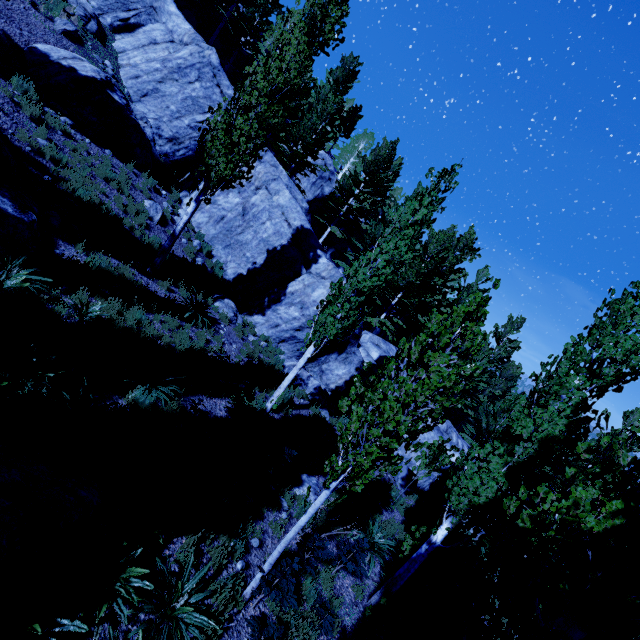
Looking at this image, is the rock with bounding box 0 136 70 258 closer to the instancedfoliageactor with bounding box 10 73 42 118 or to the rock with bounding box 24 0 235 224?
the instancedfoliageactor with bounding box 10 73 42 118

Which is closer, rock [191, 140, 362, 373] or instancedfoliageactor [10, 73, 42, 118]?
instancedfoliageactor [10, 73, 42, 118]

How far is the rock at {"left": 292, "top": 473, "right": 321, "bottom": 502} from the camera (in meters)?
8.53

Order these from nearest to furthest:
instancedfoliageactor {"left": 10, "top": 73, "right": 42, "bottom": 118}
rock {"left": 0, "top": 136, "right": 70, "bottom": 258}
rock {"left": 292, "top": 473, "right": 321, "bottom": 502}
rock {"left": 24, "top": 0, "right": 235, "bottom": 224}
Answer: rock {"left": 0, "top": 136, "right": 70, "bottom": 258}, rock {"left": 292, "top": 473, "right": 321, "bottom": 502}, instancedfoliageactor {"left": 10, "top": 73, "right": 42, "bottom": 118}, rock {"left": 24, "top": 0, "right": 235, "bottom": 224}

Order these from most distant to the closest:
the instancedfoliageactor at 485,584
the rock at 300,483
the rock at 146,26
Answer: the rock at 146,26
the rock at 300,483
the instancedfoliageactor at 485,584

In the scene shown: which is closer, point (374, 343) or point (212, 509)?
point (212, 509)

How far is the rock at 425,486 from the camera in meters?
13.7
